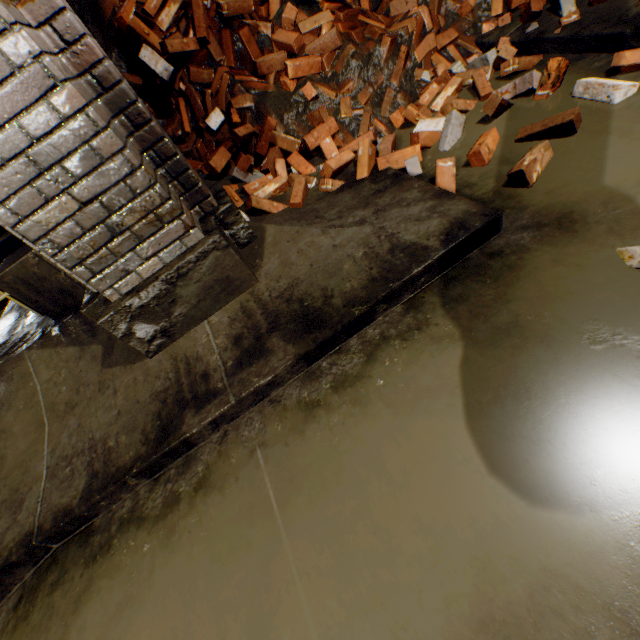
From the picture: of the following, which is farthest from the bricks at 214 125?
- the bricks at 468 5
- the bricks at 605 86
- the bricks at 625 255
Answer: the bricks at 625 255

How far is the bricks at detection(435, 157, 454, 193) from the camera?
2.1m

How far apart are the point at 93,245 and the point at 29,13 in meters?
0.9

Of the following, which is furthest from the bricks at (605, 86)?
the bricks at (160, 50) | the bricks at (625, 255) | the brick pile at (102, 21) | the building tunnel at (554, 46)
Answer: the bricks at (160, 50)

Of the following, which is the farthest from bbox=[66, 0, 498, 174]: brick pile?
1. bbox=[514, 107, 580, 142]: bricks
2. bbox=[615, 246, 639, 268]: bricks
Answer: bbox=[615, 246, 639, 268]: bricks

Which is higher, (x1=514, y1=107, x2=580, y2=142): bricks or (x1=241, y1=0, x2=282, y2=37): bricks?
(x1=241, y1=0, x2=282, y2=37): bricks

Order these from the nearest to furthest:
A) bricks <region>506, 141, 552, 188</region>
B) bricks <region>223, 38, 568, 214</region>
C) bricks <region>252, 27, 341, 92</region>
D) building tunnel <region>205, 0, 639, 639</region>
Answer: building tunnel <region>205, 0, 639, 639</region> < bricks <region>506, 141, 552, 188</region> < bricks <region>223, 38, 568, 214</region> < bricks <region>252, 27, 341, 92</region>

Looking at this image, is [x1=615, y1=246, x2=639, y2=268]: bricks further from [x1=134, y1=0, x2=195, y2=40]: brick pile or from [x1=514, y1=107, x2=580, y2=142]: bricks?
[x1=134, y1=0, x2=195, y2=40]: brick pile
